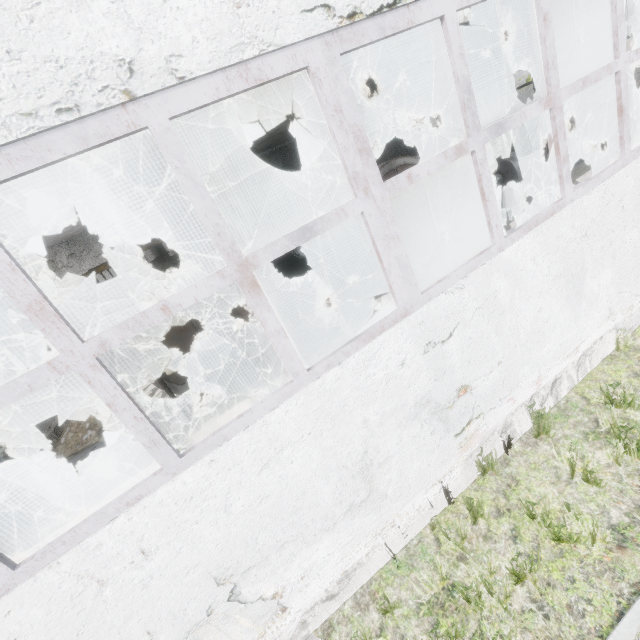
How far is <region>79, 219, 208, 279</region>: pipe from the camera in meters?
7.3 m

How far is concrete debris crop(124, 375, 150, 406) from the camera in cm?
1195

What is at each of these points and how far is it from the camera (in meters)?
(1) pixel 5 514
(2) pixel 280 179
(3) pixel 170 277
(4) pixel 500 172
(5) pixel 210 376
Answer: (1) boiler group, 6.75
(2) pipe, 17.84
(3) boiler tank, 8.27
(4) fan motor, 13.12
(5) boiler tank, 7.76

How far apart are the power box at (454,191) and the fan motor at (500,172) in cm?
208

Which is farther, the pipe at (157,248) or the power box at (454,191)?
the power box at (454,191)

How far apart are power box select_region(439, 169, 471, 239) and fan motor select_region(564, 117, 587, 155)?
6.08m

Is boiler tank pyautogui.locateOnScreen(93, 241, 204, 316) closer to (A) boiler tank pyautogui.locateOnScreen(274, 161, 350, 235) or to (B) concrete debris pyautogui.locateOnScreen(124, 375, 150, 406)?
(B) concrete debris pyautogui.locateOnScreen(124, 375, 150, 406)

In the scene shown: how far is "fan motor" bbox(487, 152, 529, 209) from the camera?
12.66m
